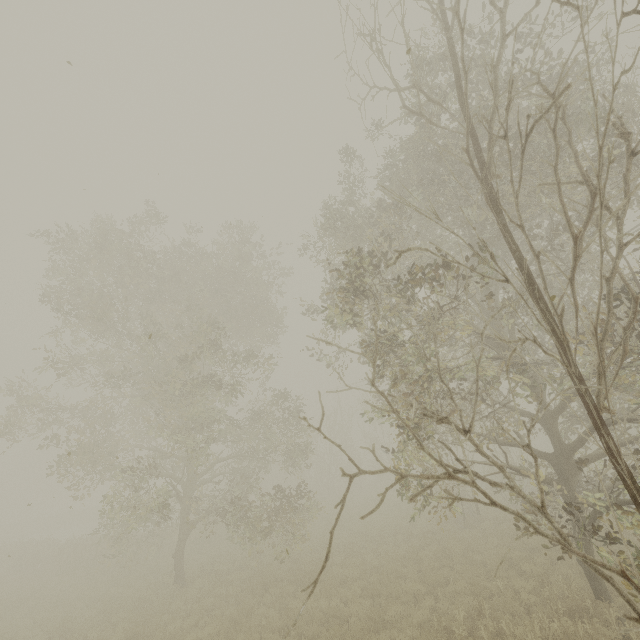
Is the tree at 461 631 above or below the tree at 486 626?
above

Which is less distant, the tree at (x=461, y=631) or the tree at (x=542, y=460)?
the tree at (x=542, y=460)

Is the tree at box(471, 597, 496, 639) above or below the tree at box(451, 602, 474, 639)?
below

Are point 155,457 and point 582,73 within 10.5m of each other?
no

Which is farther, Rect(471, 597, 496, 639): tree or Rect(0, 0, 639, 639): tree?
Rect(471, 597, 496, 639): tree
